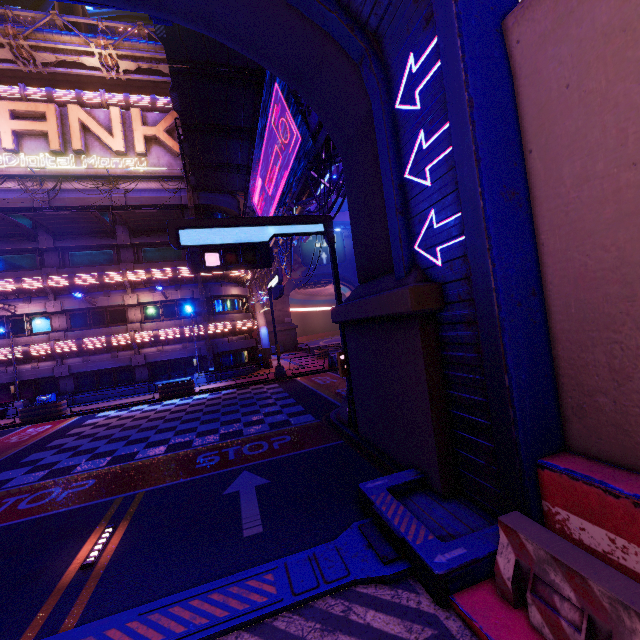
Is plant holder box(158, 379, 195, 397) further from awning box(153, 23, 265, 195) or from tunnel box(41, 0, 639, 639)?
tunnel box(41, 0, 639, 639)

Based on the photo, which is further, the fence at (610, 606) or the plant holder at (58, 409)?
the plant holder at (58, 409)

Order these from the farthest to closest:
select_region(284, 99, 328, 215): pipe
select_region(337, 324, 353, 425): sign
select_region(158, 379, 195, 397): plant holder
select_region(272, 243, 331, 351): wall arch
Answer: select_region(272, 243, 331, 351): wall arch
select_region(158, 379, 195, 397): plant holder
select_region(284, 99, 328, 215): pipe
select_region(337, 324, 353, 425): sign

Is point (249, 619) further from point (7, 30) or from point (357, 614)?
point (7, 30)

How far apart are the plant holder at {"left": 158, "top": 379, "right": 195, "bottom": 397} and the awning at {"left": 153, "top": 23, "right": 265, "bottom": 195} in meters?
15.6

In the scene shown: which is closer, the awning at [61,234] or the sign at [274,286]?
the sign at [274,286]

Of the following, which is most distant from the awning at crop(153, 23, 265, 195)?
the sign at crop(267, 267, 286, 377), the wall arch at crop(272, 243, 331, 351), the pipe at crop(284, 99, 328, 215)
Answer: the wall arch at crop(272, 243, 331, 351)

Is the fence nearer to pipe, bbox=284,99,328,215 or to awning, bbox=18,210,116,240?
pipe, bbox=284,99,328,215
